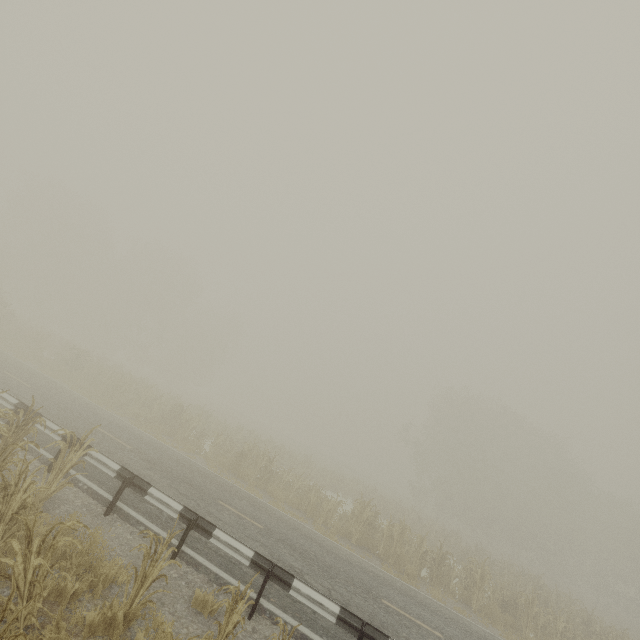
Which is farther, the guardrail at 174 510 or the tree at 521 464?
the tree at 521 464

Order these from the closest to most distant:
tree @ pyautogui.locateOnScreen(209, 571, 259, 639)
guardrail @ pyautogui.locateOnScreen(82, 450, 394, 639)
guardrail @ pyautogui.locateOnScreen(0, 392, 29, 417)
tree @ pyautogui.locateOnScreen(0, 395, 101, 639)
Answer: tree @ pyautogui.locateOnScreen(0, 395, 101, 639) → tree @ pyautogui.locateOnScreen(209, 571, 259, 639) → guardrail @ pyautogui.locateOnScreen(82, 450, 394, 639) → guardrail @ pyautogui.locateOnScreen(0, 392, 29, 417)

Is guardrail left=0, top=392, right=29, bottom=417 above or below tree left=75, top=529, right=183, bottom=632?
above

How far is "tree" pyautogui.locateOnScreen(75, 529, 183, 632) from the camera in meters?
4.7 m

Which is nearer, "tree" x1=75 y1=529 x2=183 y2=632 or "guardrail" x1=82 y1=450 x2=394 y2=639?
"tree" x1=75 y1=529 x2=183 y2=632

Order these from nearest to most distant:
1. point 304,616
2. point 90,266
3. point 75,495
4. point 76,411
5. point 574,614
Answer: point 304,616
point 75,495
point 76,411
point 574,614
point 90,266

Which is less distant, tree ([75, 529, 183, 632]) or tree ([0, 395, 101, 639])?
tree ([0, 395, 101, 639])
